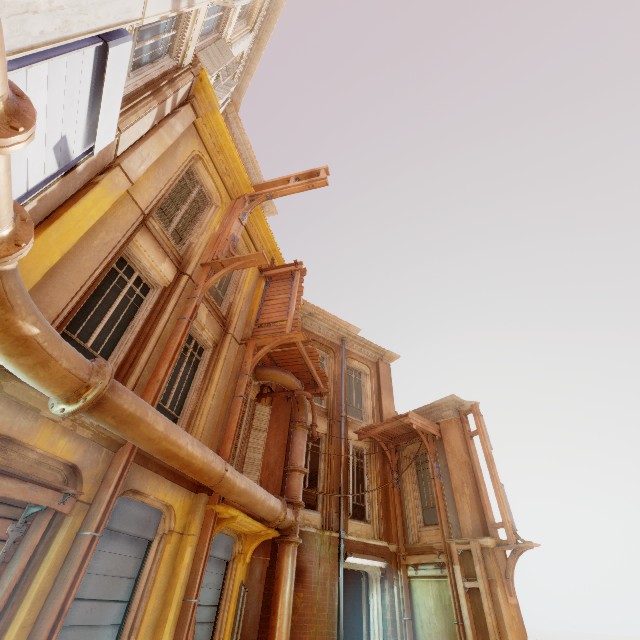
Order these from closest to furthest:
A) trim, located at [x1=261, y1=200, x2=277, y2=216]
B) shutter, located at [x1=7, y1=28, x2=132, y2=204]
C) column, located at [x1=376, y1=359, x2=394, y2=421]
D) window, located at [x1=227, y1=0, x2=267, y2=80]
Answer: shutter, located at [x1=7, y1=28, x2=132, y2=204], window, located at [x1=227, y1=0, x2=267, y2=80], column, located at [x1=376, y1=359, x2=394, y2=421], trim, located at [x1=261, y1=200, x2=277, y2=216]

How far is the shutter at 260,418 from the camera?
9.3 meters

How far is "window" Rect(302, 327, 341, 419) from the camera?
13.1 meters

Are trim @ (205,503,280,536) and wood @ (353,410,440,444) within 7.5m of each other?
yes

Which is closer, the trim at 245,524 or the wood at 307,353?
the trim at 245,524

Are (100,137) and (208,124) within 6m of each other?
yes

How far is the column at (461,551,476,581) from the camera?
9.16m

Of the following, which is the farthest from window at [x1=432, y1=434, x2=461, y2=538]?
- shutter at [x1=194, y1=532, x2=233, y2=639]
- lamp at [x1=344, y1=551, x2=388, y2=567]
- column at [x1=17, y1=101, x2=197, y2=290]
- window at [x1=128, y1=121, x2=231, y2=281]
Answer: column at [x1=17, y1=101, x2=197, y2=290]
